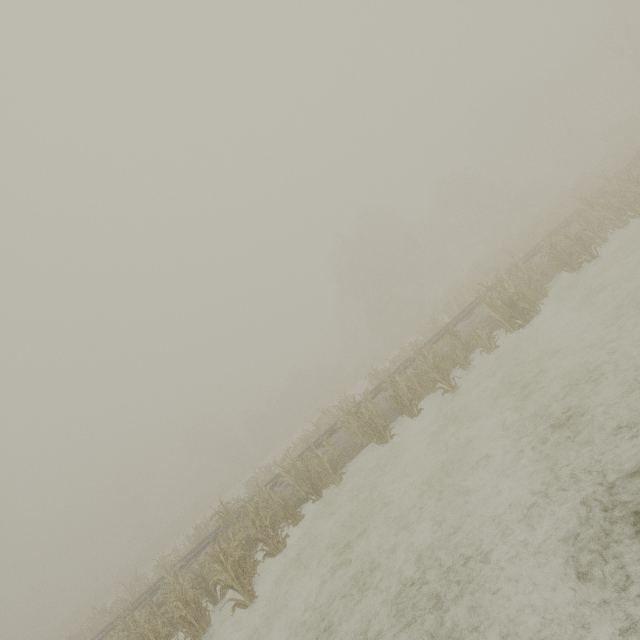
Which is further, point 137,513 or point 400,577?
point 137,513
